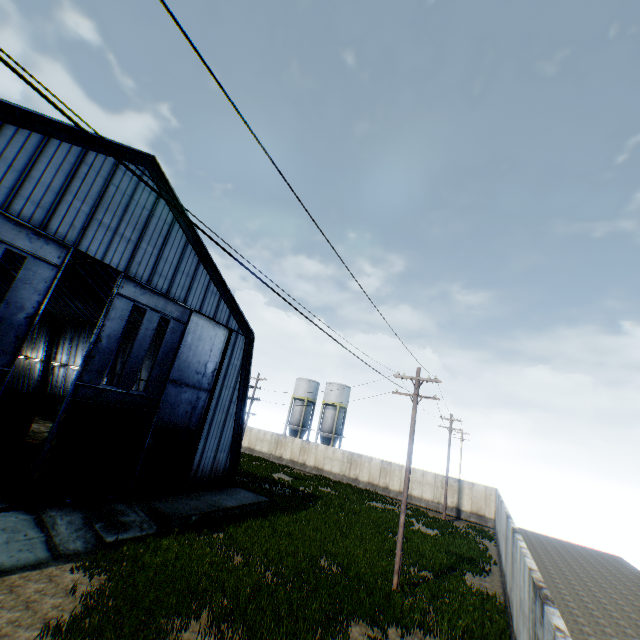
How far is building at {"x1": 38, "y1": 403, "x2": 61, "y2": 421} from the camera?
35.50m

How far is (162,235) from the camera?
17.9 meters

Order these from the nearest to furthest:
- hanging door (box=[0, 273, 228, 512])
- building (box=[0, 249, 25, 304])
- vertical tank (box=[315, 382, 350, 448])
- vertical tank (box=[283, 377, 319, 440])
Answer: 1. hanging door (box=[0, 273, 228, 512])
2. building (box=[0, 249, 25, 304])
3. vertical tank (box=[315, 382, 350, 448])
4. vertical tank (box=[283, 377, 319, 440])

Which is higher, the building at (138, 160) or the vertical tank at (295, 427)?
the building at (138, 160)

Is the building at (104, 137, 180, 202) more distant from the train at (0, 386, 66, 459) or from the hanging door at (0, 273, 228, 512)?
the train at (0, 386, 66, 459)

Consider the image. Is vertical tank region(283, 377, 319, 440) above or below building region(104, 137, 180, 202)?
below

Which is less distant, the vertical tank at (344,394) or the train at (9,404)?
the train at (9,404)

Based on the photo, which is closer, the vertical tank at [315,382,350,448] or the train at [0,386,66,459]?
the train at [0,386,66,459]
